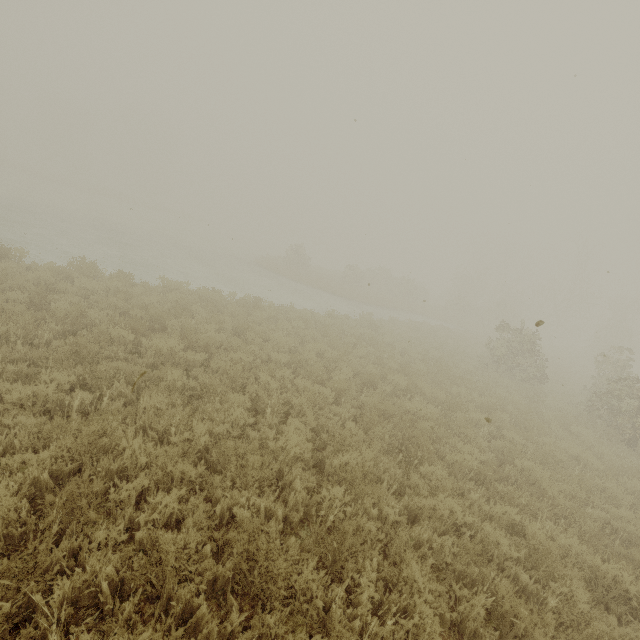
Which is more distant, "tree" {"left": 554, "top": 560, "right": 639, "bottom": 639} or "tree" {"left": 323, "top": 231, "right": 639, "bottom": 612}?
"tree" {"left": 323, "top": 231, "right": 639, "bottom": 612}

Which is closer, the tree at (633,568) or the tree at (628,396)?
the tree at (633,568)

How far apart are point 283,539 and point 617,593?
4.93m
